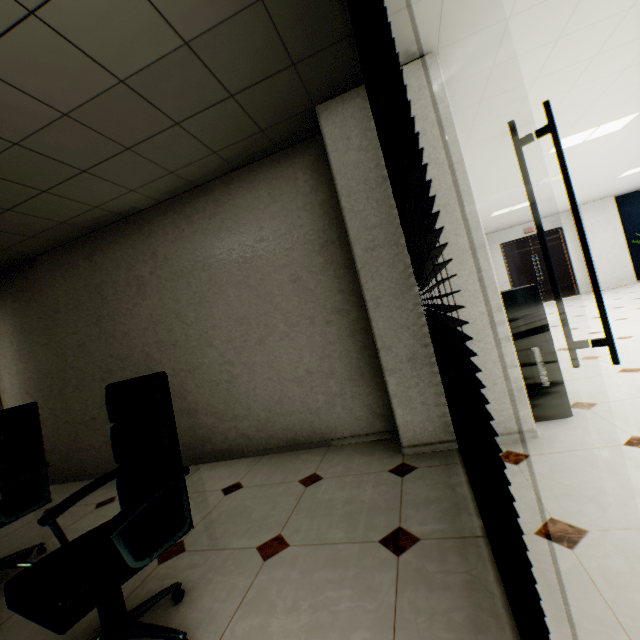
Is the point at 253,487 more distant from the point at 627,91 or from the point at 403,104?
the point at 627,91

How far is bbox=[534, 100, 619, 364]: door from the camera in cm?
116

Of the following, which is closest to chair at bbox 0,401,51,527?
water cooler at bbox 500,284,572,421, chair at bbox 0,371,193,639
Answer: chair at bbox 0,371,193,639

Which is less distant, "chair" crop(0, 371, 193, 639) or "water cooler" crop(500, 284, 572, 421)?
"chair" crop(0, 371, 193, 639)

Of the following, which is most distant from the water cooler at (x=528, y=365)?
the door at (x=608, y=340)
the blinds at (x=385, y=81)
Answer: the door at (x=608, y=340)

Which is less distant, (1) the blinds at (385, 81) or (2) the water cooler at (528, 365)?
(1) the blinds at (385, 81)

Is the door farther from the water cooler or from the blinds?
the water cooler

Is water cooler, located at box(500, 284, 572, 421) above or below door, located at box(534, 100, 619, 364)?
below
